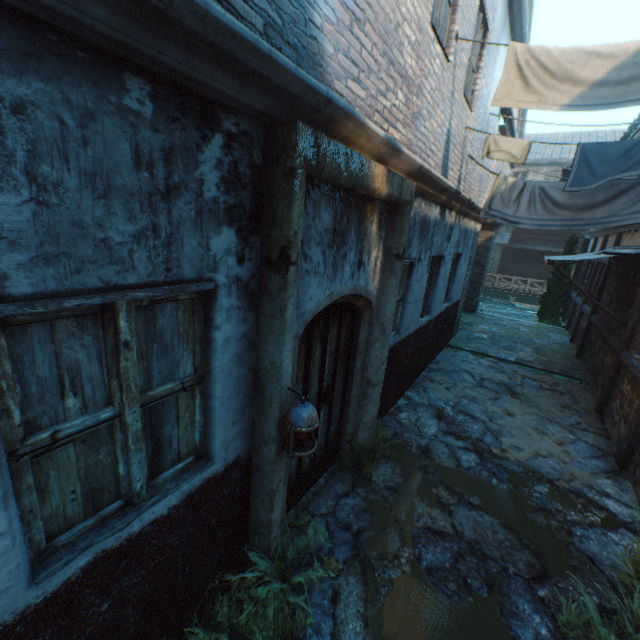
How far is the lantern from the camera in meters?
2.3

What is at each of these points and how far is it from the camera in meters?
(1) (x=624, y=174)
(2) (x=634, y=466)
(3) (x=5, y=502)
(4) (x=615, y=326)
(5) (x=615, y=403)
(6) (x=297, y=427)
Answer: (1) clothesline, 4.9
(2) building, 4.7
(3) building, 1.3
(4) building, 7.2
(5) building, 6.0
(6) lantern, 2.3

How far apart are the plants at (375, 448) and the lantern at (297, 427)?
1.9m

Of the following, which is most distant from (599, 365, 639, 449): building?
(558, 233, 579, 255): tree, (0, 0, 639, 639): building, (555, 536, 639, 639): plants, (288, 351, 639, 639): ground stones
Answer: (558, 233, 579, 255): tree

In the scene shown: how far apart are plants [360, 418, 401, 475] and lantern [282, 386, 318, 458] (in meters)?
1.91

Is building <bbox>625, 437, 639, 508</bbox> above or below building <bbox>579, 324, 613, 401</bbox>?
below

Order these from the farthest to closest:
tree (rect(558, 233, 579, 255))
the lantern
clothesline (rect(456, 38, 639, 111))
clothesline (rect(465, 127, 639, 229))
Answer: tree (rect(558, 233, 579, 255)), clothesline (rect(465, 127, 639, 229)), clothesline (rect(456, 38, 639, 111)), the lantern

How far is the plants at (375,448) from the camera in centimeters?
433cm
